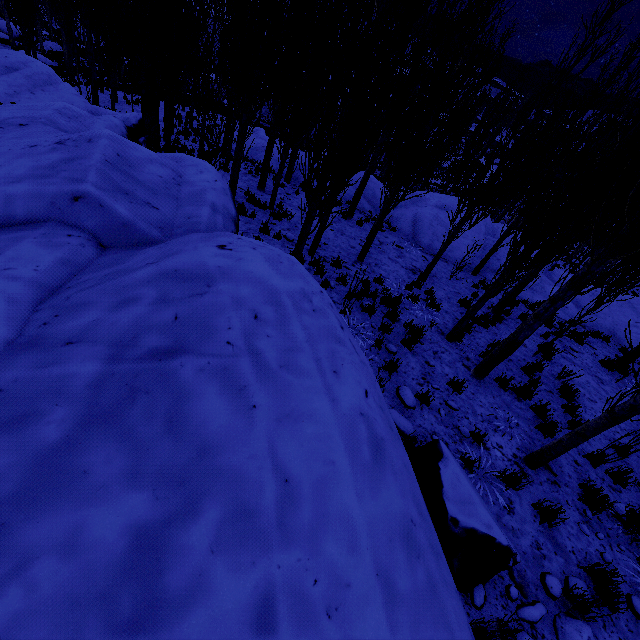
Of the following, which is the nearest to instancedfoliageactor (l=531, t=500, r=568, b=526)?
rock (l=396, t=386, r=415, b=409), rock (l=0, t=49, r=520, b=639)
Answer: rock (l=0, t=49, r=520, b=639)

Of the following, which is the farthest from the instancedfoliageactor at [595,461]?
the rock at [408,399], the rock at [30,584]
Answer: the rock at [408,399]

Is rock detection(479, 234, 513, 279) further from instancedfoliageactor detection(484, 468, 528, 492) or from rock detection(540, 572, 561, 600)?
rock detection(540, 572, 561, 600)

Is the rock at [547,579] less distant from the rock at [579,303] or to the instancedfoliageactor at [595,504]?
the instancedfoliageactor at [595,504]

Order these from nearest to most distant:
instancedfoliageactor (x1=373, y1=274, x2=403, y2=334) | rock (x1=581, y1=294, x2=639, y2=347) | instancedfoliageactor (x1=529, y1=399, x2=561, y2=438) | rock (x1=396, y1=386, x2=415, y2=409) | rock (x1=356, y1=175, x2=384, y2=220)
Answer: rock (x1=396, y1=386, x2=415, y2=409) → instancedfoliageactor (x1=529, y1=399, x2=561, y2=438) → instancedfoliageactor (x1=373, y1=274, x2=403, y2=334) → rock (x1=581, y1=294, x2=639, y2=347) → rock (x1=356, y1=175, x2=384, y2=220)

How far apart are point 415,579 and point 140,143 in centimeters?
1054cm

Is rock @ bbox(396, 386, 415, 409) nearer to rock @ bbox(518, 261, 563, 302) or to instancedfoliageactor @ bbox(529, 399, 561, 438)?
instancedfoliageactor @ bbox(529, 399, 561, 438)
